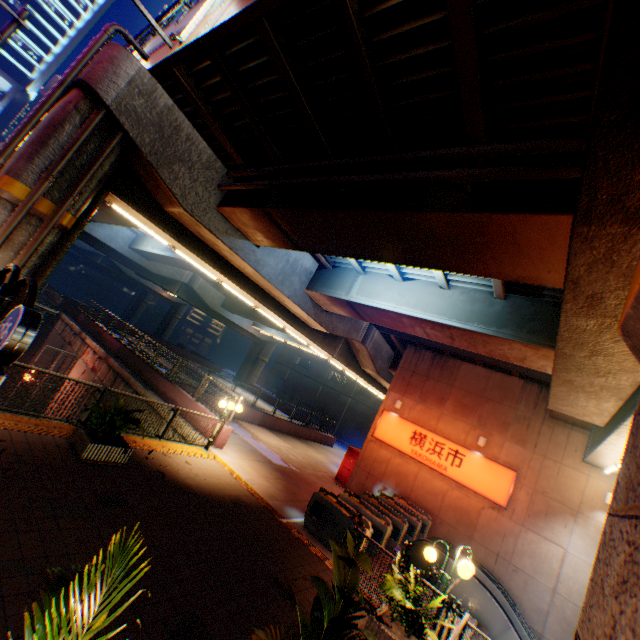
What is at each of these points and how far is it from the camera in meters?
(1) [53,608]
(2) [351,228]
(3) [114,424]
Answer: (1) plants, 1.5 m
(2) overpass support, 7.9 m
(3) plants, 7.8 m

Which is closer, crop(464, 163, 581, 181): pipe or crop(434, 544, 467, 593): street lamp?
crop(464, 163, 581, 181): pipe

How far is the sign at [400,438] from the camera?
14.0 meters

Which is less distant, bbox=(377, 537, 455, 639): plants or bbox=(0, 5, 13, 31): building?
bbox=(377, 537, 455, 639): plants

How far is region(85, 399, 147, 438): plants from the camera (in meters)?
7.60

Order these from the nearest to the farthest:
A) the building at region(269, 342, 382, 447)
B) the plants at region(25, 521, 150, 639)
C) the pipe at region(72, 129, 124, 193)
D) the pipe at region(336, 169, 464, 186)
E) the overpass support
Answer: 1. the plants at region(25, 521, 150, 639)
2. the overpass support
3. the pipe at region(336, 169, 464, 186)
4. the pipe at region(72, 129, 124, 193)
5. the building at region(269, 342, 382, 447)

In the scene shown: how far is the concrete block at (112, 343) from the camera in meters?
15.1 m

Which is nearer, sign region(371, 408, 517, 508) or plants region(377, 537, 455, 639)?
plants region(377, 537, 455, 639)
